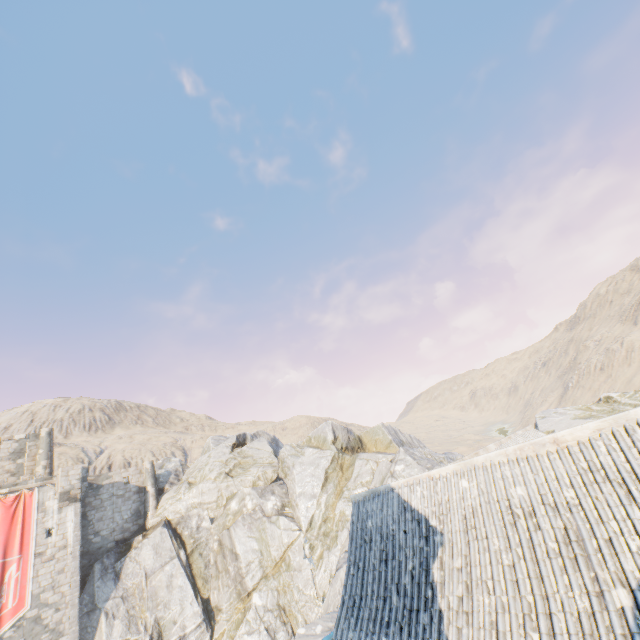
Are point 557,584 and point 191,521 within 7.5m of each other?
no

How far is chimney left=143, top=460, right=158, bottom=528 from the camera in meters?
31.1

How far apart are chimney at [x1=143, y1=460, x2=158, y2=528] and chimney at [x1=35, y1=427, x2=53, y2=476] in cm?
734

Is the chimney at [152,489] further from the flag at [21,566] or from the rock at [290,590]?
the flag at [21,566]

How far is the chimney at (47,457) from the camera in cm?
2970

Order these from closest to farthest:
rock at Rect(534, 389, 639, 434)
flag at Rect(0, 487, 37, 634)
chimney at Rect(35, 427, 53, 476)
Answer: flag at Rect(0, 487, 37, 634), rock at Rect(534, 389, 639, 434), chimney at Rect(35, 427, 53, 476)

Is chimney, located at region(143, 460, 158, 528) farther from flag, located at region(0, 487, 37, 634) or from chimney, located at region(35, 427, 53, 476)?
flag, located at region(0, 487, 37, 634)

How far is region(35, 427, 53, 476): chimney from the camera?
29.7 meters
